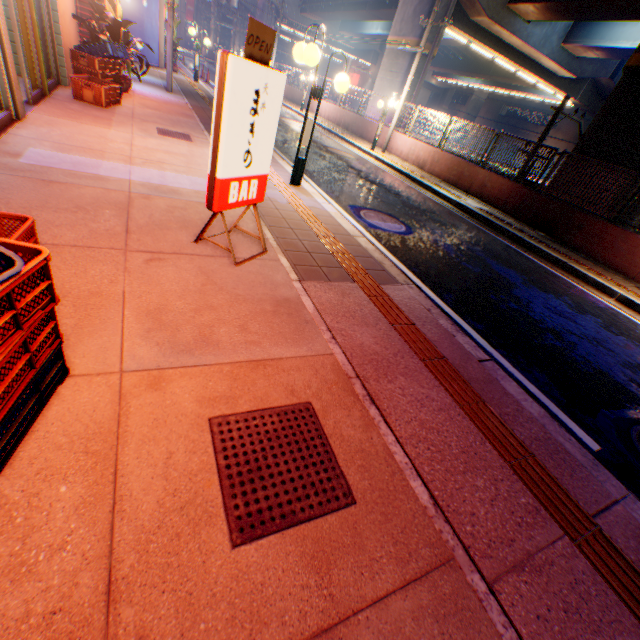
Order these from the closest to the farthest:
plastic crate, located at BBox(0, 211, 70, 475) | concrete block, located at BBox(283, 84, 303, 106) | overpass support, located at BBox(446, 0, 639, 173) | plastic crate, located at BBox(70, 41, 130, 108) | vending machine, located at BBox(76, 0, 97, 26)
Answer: plastic crate, located at BBox(0, 211, 70, 475)
plastic crate, located at BBox(70, 41, 130, 108)
vending machine, located at BBox(76, 0, 97, 26)
overpass support, located at BBox(446, 0, 639, 173)
concrete block, located at BBox(283, 84, 303, 106)

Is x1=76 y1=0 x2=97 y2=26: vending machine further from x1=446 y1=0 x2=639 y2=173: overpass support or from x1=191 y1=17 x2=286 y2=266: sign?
x1=446 y1=0 x2=639 y2=173: overpass support

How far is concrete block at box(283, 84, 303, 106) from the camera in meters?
25.7 m

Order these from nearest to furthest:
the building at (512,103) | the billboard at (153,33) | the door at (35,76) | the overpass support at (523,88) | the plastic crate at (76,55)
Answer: the door at (35,76)
the plastic crate at (76,55)
the billboard at (153,33)
the overpass support at (523,88)
the building at (512,103)

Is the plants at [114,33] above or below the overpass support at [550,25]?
below

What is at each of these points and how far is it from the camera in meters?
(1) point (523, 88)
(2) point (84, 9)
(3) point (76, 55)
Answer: (1) overpass support, 37.2 m
(2) vending machine, 8.7 m
(3) plastic crate, 7.1 m

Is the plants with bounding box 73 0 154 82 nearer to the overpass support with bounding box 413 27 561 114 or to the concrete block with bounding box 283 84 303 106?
the concrete block with bounding box 283 84 303 106

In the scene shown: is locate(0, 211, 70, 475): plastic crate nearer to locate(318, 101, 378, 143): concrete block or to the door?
the door
